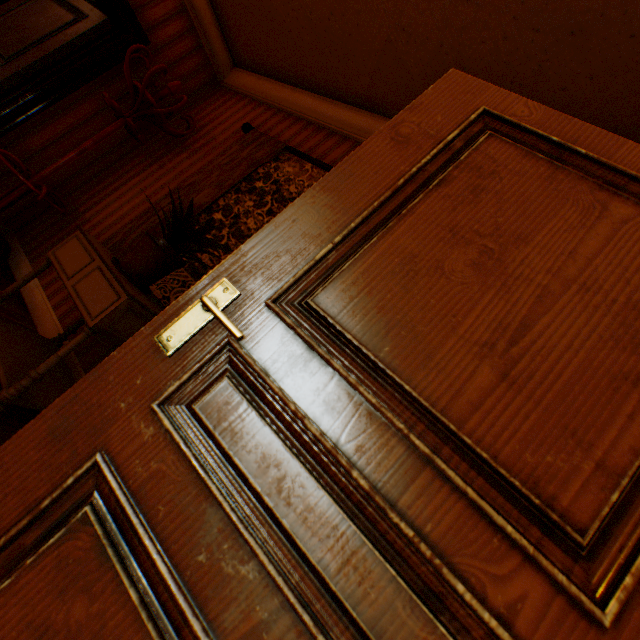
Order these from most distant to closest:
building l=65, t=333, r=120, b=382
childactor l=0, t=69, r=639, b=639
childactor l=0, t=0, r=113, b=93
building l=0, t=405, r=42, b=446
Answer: childactor l=0, t=0, r=113, b=93 → building l=65, t=333, r=120, b=382 → building l=0, t=405, r=42, b=446 → childactor l=0, t=69, r=639, b=639

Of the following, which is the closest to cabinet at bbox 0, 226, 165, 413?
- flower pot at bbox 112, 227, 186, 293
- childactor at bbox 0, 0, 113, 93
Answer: flower pot at bbox 112, 227, 186, 293

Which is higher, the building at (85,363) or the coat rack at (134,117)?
the coat rack at (134,117)

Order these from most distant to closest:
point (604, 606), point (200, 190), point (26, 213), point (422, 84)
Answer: point (26, 213) < point (200, 190) < point (422, 84) < point (604, 606)

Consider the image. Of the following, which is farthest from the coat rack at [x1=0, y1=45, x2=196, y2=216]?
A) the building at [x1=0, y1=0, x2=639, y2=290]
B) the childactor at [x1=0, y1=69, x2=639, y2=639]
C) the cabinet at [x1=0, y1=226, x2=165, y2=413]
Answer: the childactor at [x1=0, y1=69, x2=639, y2=639]

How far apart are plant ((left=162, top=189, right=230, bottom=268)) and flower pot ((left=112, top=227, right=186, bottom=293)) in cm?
4

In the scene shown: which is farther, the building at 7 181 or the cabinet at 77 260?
the building at 7 181

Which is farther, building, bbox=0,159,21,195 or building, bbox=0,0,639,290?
building, bbox=0,159,21,195
